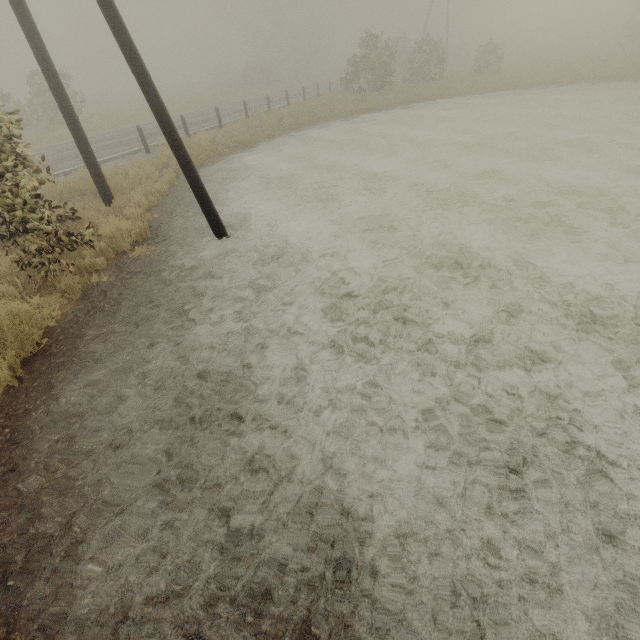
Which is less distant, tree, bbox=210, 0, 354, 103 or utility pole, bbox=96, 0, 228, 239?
utility pole, bbox=96, 0, 228, 239

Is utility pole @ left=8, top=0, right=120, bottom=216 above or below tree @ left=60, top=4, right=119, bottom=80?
below

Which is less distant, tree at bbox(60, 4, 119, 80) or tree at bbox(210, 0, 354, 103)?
tree at bbox(210, 0, 354, 103)

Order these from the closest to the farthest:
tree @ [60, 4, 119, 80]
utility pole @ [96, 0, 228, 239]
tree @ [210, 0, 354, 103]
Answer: utility pole @ [96, 0, 228, 239]
tree @ [210, 0, 354, 103]
tree @ [60, 4, 119, 80]

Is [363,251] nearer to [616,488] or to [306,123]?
[616,488]

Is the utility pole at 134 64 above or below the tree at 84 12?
below

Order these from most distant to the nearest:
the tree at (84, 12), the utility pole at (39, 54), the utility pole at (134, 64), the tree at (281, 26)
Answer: the tree at (84, 12) < the tree at (281, 26) < the utility pole at (39, 54) < the utility pole at (134, 64)
